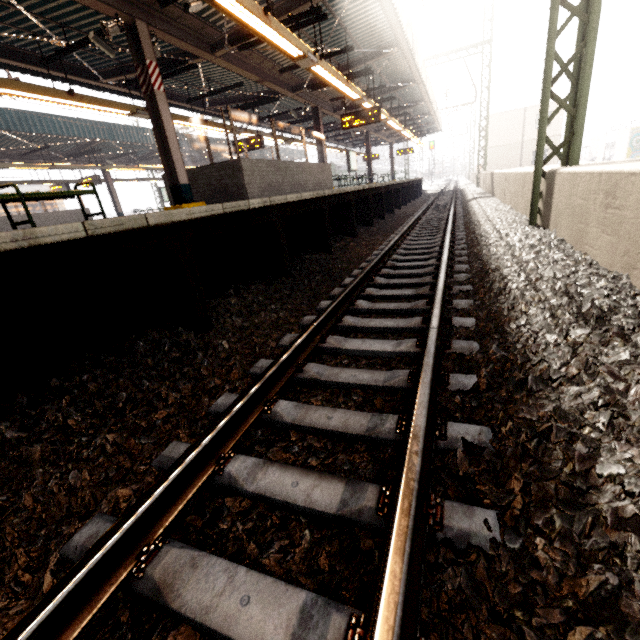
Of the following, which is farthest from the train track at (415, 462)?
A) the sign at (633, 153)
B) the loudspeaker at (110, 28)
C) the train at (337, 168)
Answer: the sign at (633, 153)

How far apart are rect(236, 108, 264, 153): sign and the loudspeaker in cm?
802

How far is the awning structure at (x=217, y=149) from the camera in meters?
23.2

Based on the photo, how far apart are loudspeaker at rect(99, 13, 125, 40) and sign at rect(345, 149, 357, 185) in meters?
14.2

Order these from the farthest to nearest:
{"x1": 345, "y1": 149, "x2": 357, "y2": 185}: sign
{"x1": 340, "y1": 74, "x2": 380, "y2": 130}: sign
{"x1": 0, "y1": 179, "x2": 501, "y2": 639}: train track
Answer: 1. {"x1": 345, "y1": 149, "x2": 357, "y2": 185}: sign
2. {"x1": 340, "y1": 74, "x2": 380, "y2": 130}: sign
3. {"x1": 0, "y1": 179, "x2": 501, "y2": 639}: train track

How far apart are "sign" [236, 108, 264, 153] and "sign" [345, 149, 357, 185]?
6.4 meters

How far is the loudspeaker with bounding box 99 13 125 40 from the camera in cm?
609

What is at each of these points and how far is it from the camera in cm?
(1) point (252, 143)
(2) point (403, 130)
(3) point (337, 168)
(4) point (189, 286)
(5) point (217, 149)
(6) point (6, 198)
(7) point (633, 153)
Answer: (1) sign, 1419
(2) awning structure, 1995
(3) train, 3906
(4) platform underside, 323
(5) awning structure, 2381
(6) bench, 455
(7) sign, 3266
